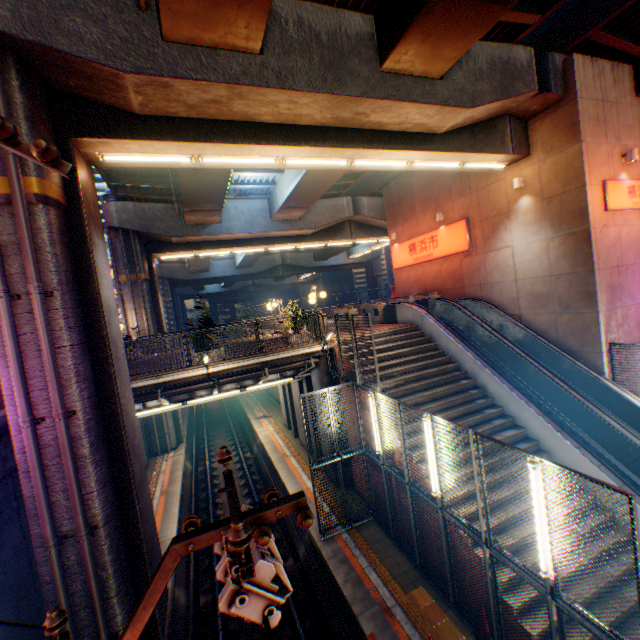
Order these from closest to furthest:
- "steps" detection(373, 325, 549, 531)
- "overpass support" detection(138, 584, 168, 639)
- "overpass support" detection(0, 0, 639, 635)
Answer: "overpass support" detection(0, 0, 639, 635) → "overpass support" detection(138, 584, 168, 639) → "steps" detection(373, 325, 549, 531)

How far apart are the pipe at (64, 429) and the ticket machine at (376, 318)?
13.5m

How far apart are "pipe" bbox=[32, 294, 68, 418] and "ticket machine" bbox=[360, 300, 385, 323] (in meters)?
13.50

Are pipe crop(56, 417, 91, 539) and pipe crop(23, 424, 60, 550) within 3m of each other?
yes

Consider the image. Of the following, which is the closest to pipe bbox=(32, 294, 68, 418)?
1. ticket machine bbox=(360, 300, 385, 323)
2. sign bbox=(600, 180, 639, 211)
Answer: ticket machine bbox=(360, 300, 385, 323)

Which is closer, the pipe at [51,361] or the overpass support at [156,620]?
the pipe at [51,361]

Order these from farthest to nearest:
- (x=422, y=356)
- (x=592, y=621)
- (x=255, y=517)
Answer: (x=422, y=356)
(x=592, y=621)
(x=255, y=517)

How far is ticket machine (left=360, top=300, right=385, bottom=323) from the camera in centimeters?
1705cm
